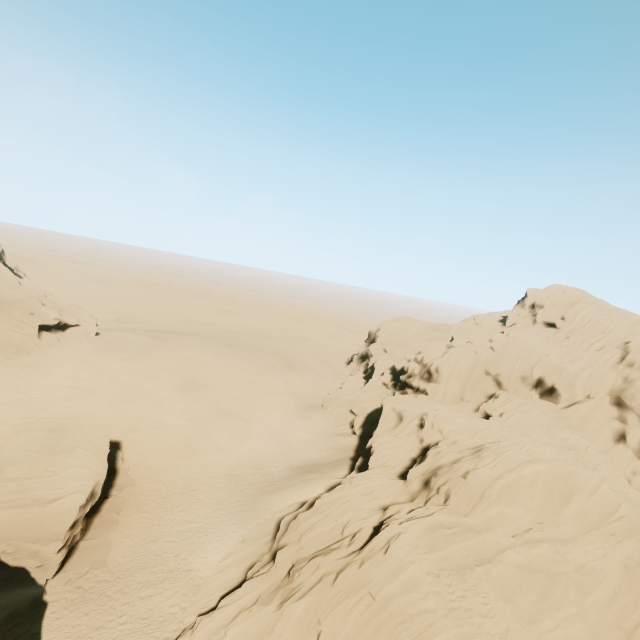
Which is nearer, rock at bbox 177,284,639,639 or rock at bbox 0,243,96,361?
rock at bbox 177,284,639,639

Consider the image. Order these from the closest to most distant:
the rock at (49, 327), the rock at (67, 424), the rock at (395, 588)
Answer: the rock at (395, 588) < the rock at (67, 424) < the rock at (49, 327)

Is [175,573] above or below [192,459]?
below

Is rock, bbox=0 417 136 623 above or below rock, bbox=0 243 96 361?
below

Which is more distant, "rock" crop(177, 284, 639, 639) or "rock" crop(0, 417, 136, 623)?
"rock" crop(0, 417, 136, 623)

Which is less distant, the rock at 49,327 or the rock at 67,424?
the rock at 67,424

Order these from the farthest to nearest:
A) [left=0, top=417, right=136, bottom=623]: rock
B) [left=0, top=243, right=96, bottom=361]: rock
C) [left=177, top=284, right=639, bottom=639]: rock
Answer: [left=0, top=243, right=96, bottom=361]: rock
[left=0, top=417, right=136, bottom=623]: rock
[left=177, top=284, right=639, bottom=639]: rock
